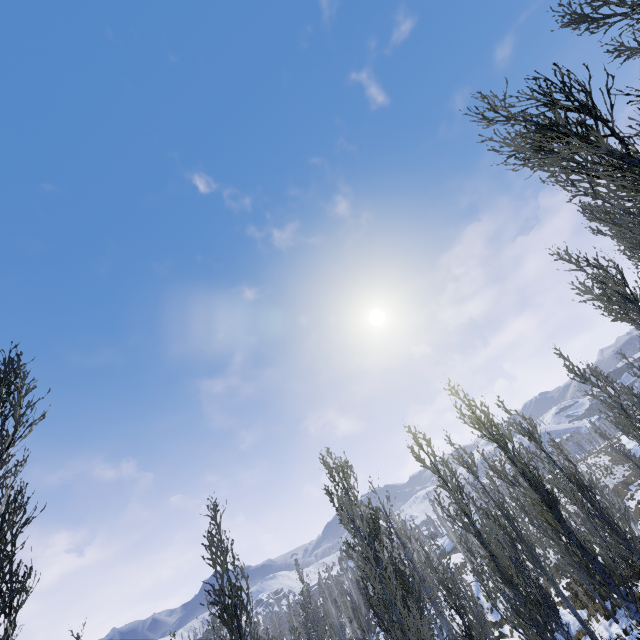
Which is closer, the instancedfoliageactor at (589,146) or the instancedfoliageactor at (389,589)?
the instancedfoliageactor at (589,146)

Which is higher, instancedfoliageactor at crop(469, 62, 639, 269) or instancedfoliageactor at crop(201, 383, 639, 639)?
instancedfoliageactor at crop(469, 62, 639, 269)

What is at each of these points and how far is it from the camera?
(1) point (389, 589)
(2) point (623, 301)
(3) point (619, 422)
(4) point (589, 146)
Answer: (1) instancedfoliageactor, 11.7m
(2) instancedfoliageactor, 18.6m
(3) instancedfoliageactor, 15.9m
(4) instancedfoliageactor, 4.1m

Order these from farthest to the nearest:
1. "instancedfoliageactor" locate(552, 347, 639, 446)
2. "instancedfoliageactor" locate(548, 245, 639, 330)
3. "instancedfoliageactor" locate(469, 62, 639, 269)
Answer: "instancedfoliageactor" locate(552, 347, 639, 446)
"instancedfoliageactor" locate(548, 245, 639, 330)
"instancedfoliageactor" locate(469, 62, 639, 269)

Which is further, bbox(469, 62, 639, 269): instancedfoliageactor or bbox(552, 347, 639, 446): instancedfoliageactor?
bbox(552, 347, 639, 446): instancedfoliageactor
